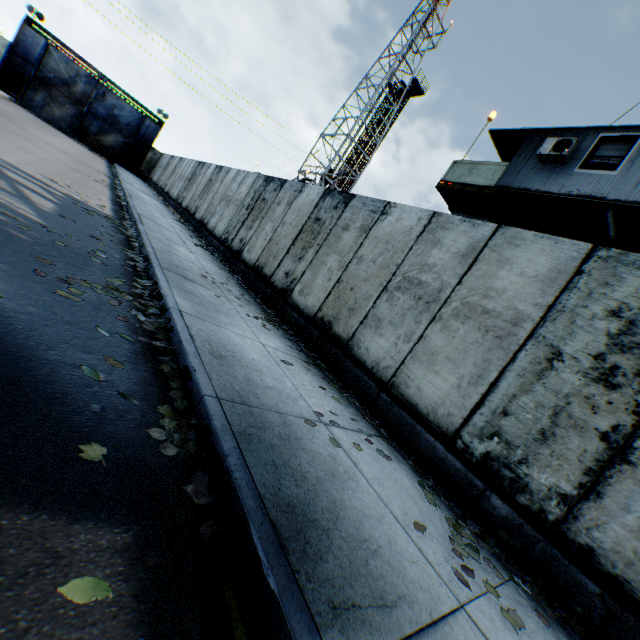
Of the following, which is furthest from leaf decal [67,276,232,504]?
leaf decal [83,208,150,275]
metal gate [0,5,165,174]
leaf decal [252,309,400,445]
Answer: metal gate [0,5,165,174]

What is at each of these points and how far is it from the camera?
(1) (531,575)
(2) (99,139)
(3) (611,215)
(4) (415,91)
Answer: (1) leaf decal, 3.0 meters
(2) metal gate, 30.4 meters
(3) landrig, 7.3 meters
(4) landrig, 36.2 meters

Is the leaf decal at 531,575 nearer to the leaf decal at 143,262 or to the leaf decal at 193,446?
the leaf decal at 193,446

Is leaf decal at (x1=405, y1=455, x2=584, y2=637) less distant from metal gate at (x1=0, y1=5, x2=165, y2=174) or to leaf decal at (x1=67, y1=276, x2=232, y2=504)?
leaf decal at (x1=67, y1=276, x2=232, y2=504)

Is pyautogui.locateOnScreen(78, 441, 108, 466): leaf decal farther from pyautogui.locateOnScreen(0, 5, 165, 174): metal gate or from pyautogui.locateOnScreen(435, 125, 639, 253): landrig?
pyautogui.locateOnScreen(0, 5, 165, 174): metal gate

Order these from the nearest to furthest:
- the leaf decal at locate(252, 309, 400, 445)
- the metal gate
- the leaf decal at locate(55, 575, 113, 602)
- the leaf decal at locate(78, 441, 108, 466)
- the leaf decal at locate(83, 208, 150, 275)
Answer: the leaf decal at locate(55, 575, 113, 602), the leaf decal at locate(78, 441, 108, 466), the leaf decal at locate(252, 309, 400, 445), the leaf decal at locate(83, 208, 150, 275), the metal gate

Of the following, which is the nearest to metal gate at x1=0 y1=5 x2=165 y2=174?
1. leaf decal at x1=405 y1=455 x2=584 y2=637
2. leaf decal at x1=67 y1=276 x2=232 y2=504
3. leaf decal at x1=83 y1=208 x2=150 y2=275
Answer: leaf decal at x1=83 y1=208 x2=150 y2=275

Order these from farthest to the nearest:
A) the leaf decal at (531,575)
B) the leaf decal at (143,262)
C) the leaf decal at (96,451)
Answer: the leaf decal at (143,262) → the leaf decal at (531,575) → the leaf decal at (96,451)
